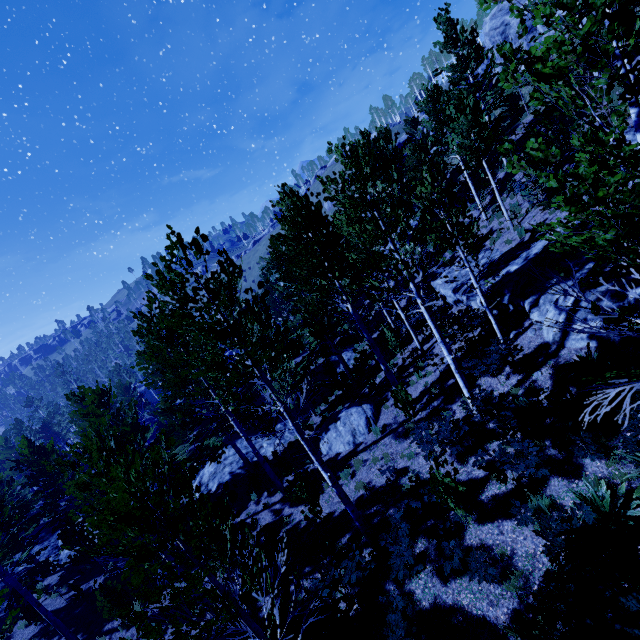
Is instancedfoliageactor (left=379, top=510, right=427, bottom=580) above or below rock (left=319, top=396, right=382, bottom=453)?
above

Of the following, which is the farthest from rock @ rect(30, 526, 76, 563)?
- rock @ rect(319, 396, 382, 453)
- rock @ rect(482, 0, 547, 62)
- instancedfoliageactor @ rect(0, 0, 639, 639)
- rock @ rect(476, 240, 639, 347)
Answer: rock @ rect(482, 0, 547, 62)

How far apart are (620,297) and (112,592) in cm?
1937

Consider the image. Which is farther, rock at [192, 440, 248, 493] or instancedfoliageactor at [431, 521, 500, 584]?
rock at [192, 440, 248, 493]

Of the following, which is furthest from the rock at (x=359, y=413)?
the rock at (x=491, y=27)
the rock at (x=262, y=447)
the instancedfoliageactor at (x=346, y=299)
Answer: the rock at (x=491, y=27)

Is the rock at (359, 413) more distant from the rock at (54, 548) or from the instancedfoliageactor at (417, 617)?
the rock at (54, 548)

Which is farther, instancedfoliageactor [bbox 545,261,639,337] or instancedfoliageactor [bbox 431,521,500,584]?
instancedfoliageactor [bbox 431,521,500,584]
